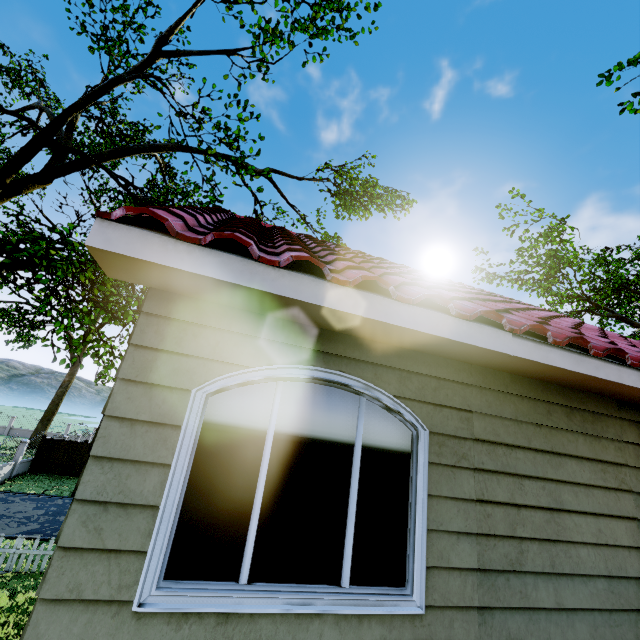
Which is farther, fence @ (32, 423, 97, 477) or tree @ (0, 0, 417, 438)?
fence @ (32, 423, 97, 477)

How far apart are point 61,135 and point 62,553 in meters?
15.5

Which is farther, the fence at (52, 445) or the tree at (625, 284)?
the fence at (52, 445)

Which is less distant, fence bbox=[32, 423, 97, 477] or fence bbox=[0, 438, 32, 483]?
fence bbox=[0, 438, 32, 483]

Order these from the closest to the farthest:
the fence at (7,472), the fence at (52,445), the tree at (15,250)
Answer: the tree at (15,250), the fence at (7,472), the fence at (52,445)

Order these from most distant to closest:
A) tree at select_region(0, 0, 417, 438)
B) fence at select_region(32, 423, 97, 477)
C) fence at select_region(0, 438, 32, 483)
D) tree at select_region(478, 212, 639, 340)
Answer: fence at select_region(32, 423, 97, 477) < fence at select_region(0, 438, 32, 483) < tree at select_region(478, 212, 639, 340) < tree at select_region(0, 0, 417, 438)

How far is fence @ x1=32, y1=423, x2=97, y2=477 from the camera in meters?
23.2
